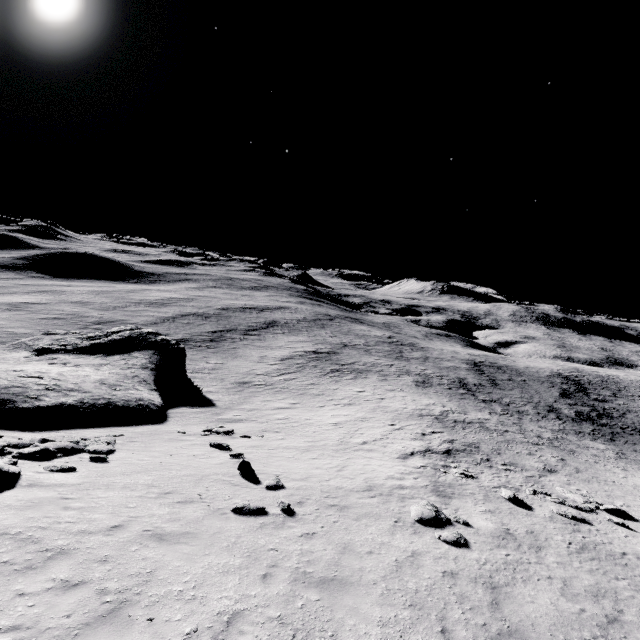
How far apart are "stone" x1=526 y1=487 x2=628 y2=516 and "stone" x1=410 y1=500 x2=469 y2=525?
9.41m

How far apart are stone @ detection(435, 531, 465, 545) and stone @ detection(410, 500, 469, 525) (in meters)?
0.42

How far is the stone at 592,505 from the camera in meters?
16.2 m

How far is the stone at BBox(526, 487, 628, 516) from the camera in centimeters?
1617cm

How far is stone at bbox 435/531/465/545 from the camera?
10.7 meters

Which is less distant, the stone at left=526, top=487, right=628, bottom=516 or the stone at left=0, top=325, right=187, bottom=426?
the stone at left=526, top=487, right=628, bottom=516

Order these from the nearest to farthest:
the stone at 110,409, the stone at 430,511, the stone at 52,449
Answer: the stone at 52,449, the stone at 430,511, the stone at 110,409

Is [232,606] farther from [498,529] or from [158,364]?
[158,364]
